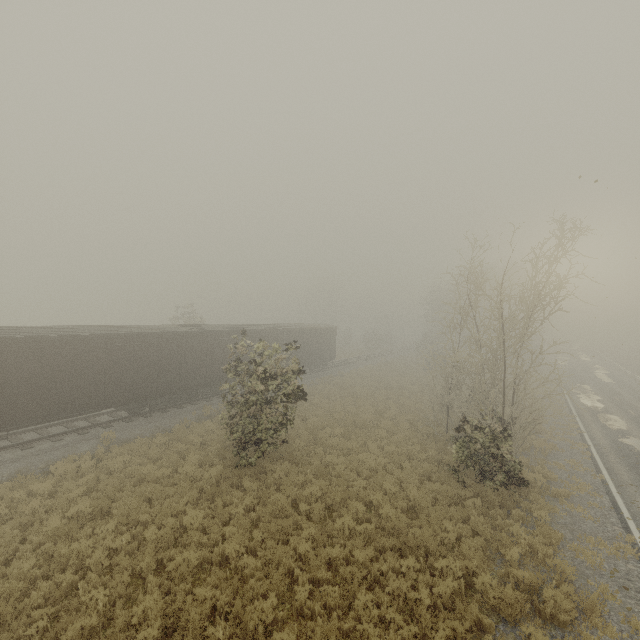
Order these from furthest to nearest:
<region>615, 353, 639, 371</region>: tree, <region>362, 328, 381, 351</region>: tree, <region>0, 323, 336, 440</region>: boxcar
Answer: <region>362, 328, 381, 351</region>: tree
<region>615, 353, 639, 371</region>: tree
<region>0, 323, 336, 440</region>: boxcar

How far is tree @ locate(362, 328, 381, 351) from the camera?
54.41m

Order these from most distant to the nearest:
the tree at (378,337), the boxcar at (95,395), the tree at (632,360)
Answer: the tree at (378,337), the tree at (632,360), the boxcar at (95,395)

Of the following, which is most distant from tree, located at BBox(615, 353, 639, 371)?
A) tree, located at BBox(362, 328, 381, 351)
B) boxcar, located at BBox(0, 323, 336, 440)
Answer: boxcar, located at BBox(0, 323, 336, 440)

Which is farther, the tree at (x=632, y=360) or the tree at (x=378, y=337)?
the tree at (x=378, y=337)

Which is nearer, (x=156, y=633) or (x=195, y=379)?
(x=156, y=633)

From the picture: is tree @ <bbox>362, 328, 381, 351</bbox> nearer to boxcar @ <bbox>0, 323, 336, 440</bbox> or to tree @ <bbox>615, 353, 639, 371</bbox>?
boxcar @ <bbox>0, 323, 336, 440</bbox>
